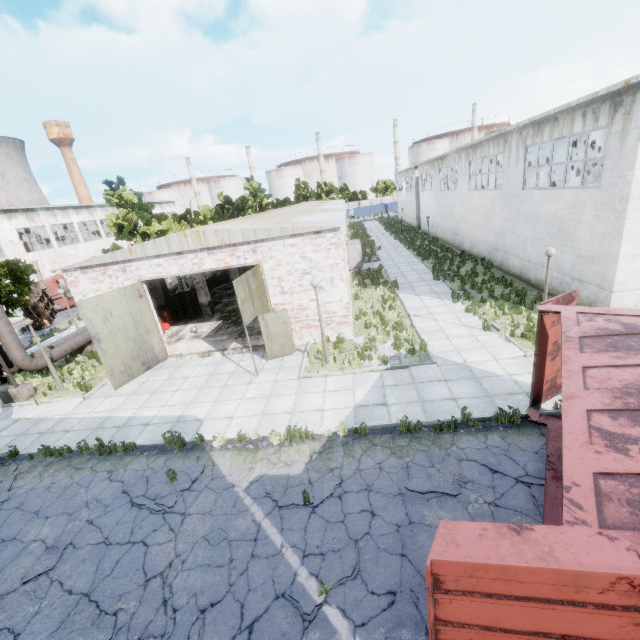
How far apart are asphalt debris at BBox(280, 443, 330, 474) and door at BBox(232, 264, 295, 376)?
→ 4.2 meters

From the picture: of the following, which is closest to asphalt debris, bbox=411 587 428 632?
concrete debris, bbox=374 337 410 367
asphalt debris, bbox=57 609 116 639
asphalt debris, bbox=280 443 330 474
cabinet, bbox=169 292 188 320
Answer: asphalt debris, bbox=280 443 330 474

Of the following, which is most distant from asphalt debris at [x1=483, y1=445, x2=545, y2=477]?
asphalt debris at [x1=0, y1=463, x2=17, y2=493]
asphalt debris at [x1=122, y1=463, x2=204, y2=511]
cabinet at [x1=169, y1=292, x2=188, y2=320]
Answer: cabinet at [x1=169, y1=292, x2=188, y2=320]

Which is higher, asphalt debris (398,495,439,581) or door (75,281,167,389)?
door (75,281,167,389)

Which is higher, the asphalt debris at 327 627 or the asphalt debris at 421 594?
the asphalt debris at 421 594

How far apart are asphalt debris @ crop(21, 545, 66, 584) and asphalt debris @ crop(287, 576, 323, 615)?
5.04m

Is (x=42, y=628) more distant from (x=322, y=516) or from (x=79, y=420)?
(x=79, y=420)

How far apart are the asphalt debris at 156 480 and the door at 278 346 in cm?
428
